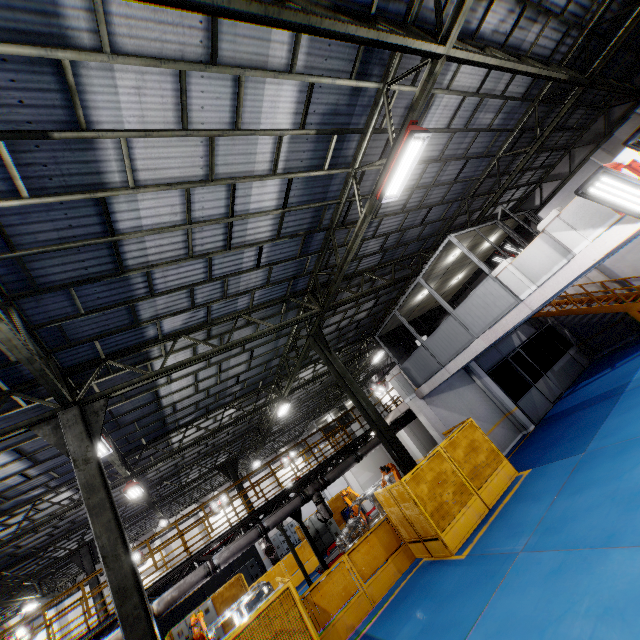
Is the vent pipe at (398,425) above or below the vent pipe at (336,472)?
above

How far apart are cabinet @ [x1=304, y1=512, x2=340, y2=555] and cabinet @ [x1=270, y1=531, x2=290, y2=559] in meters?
13.7 m

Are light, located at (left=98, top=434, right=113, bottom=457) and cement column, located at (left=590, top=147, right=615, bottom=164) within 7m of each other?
no

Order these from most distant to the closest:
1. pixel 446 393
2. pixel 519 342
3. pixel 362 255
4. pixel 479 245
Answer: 1. pixel 519 342
2. pixel 446 393
3. pixel 479 245
4. pixel 362 255

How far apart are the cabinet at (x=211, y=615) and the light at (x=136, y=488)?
8.1 meters

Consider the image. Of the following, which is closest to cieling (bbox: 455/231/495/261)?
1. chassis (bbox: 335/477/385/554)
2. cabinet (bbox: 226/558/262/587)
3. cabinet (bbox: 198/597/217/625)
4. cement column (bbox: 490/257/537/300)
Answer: cement column (bbox: 490/257/537/300)

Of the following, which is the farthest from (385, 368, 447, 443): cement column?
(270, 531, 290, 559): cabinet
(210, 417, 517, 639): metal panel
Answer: (270, 531, 290, 559): cabinet

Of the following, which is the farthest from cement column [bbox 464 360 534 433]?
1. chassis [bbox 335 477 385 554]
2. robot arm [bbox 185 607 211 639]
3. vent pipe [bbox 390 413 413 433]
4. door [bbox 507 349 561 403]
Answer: robot arm [bbox 185 607 211 639]
